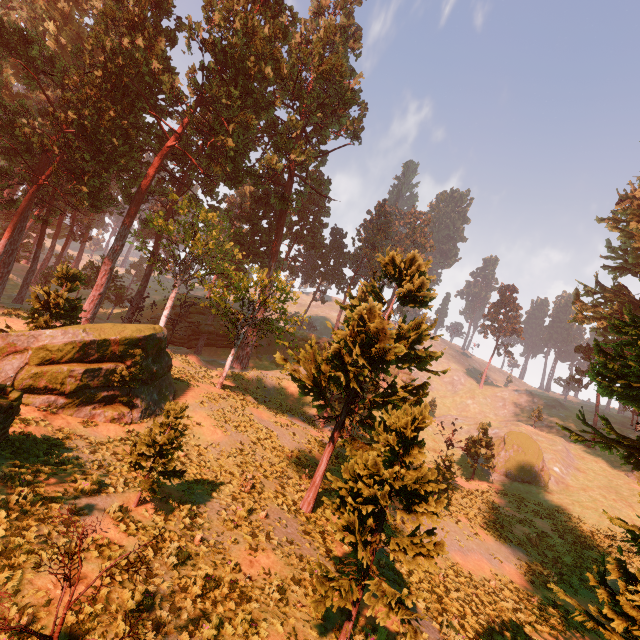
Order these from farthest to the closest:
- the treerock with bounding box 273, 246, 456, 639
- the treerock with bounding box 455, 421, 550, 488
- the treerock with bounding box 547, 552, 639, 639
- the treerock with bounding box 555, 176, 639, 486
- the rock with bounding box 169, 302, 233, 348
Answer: the rock with bounding box 169, 302, 233, 348, the treerock with bounding box 455, 421, 550, 488, the treerock with bounding box 555, 176, 639, 486, the treerock with bounding box 273, 246, 456, 639, the treerock with bounding box 547, 552, 639, 639

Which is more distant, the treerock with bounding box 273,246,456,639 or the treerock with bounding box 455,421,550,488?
the treerock with bounding box 455,421,550,488

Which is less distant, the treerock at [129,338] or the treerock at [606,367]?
the treerock at [606,367]

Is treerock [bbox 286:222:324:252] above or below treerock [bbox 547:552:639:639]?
above

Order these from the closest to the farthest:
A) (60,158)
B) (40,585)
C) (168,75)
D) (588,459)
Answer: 1. (40,585)
2. (60,158)
3. (168,75)
4. (588,459)
